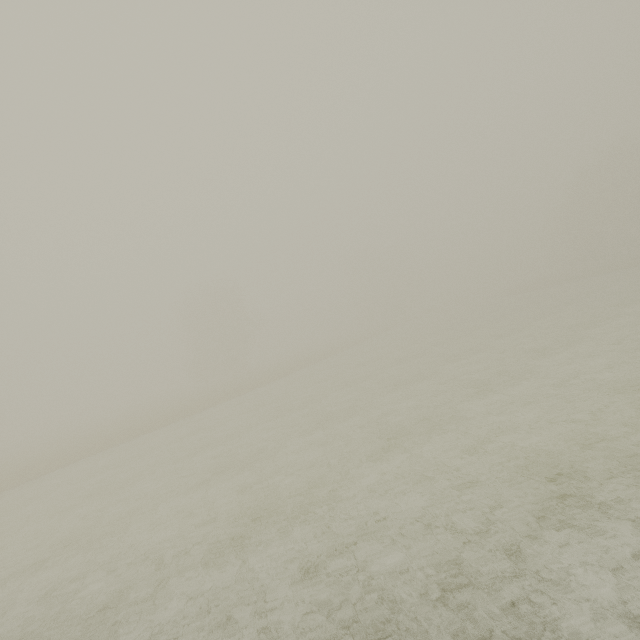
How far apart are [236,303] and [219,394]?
17.4 meters
